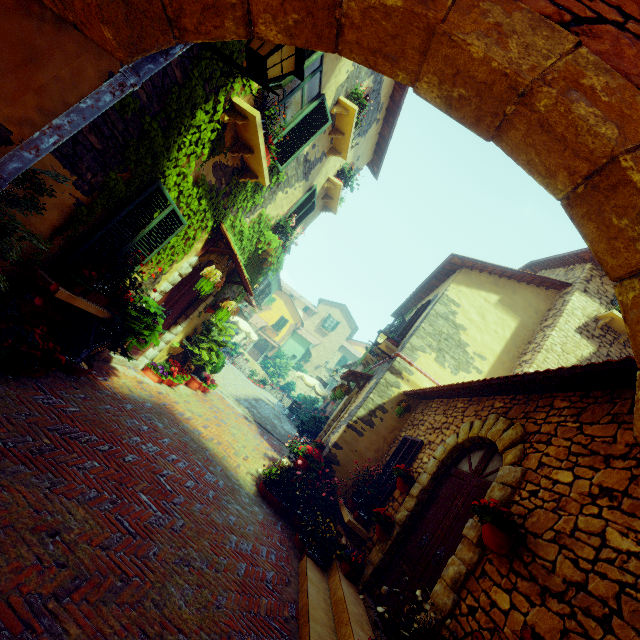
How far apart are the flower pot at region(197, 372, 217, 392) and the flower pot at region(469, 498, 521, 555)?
8.1m

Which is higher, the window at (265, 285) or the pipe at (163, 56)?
the window at (265, 285)

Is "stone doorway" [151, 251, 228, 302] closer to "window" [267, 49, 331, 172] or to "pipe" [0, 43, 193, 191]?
"window" [267, 49, 331, 172]

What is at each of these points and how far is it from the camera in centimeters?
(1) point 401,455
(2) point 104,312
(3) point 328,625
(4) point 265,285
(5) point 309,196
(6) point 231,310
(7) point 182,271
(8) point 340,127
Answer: (1) window, 684cm
(2) window sill, 458cm
(3) stair, 396cm
(4) window, 2534cm
(5) window, 902cm
(6) flower pot, 791cm
(7) stone doorway, 624cm
(8) window sill, 766cm

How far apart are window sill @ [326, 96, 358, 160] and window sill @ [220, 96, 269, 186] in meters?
2.5 m

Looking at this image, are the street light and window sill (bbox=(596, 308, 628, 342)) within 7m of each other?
no

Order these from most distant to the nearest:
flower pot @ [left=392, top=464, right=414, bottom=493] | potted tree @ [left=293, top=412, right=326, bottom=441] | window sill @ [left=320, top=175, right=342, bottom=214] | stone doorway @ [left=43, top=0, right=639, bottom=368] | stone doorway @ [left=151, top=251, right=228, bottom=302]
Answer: potted tree @ [left=293, top=412, right=326, bottom=441], window sill @ [left=320, top=175, right=342, bottom=214], stone doorway @ [left=151, top=251, right=228, bottom=302], flower pot @ [left=392, top=464, right=414, bottom=493], stone doorway @ [left=43, top=0, right=639, bottom=368]

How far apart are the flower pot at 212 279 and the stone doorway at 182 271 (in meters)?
0.27
